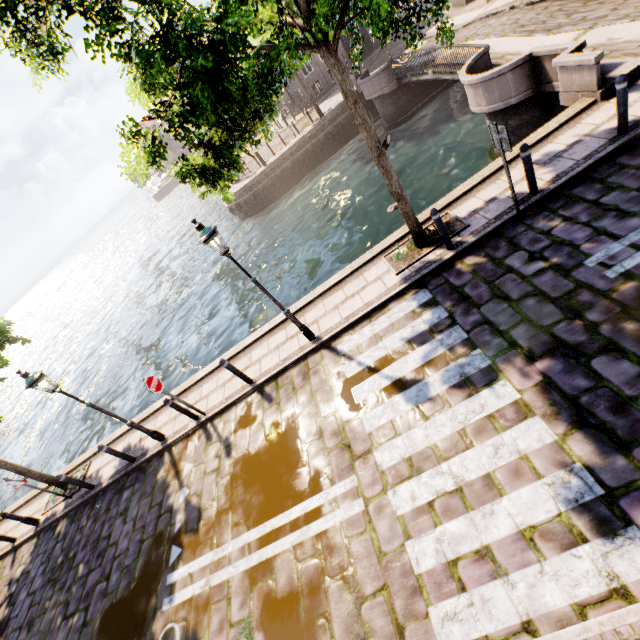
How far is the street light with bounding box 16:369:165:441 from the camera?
7.26m

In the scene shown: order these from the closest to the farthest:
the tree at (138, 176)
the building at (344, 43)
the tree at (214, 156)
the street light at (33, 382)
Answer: the tree at (214, 156), the tree at (138, 176), the street light at (33, 382), the building at (344, 43)

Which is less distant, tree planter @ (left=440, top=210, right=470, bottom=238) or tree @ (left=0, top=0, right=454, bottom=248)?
tree @ (left=0, top=0, right=454, bottom=248)

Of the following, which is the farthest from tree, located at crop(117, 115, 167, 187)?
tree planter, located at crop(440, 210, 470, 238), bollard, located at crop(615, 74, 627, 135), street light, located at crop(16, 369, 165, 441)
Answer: bollard, located at crop(615, 74, 627, 135)

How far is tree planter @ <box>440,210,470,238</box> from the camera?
7.41m

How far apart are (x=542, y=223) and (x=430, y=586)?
6.49m

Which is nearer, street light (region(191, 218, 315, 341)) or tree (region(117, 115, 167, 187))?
tree (region(117, 115, 167, 187))

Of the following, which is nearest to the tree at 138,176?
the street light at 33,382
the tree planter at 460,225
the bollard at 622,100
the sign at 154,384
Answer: the tree planter at 460,225
